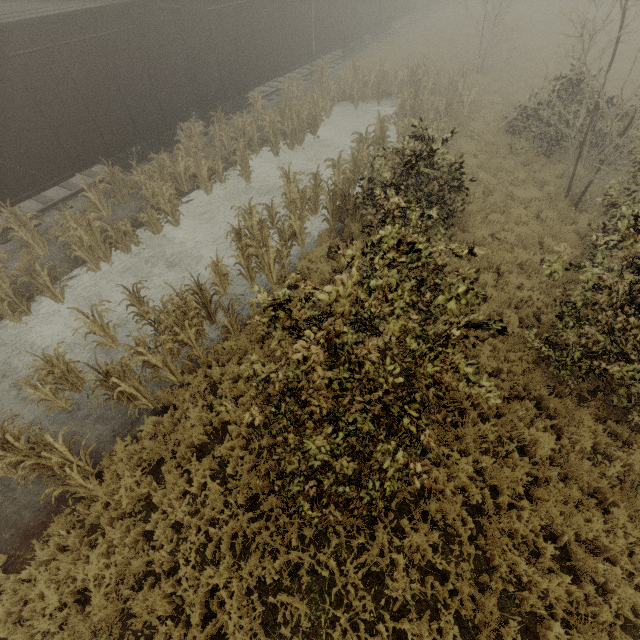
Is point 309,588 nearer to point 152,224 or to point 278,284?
point 278,284
